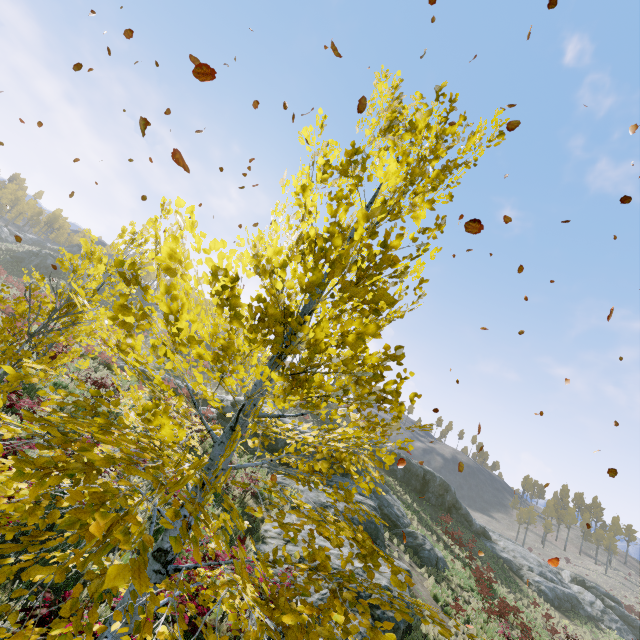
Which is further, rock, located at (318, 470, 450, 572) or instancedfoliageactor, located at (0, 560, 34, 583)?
rock, located at (318, 470, 450, 572)

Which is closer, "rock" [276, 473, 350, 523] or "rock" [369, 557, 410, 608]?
"rock" [369, 557, 410, 608]

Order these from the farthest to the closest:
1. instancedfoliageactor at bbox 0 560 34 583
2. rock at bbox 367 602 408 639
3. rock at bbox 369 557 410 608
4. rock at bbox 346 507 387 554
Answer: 1. rock at bbox 346 507 387 554
2. rock at bbox 369 557 410 608
3. rock at bbox 367 602 408 639
4. instancedfoliageactor at bbox 0 560 34 583

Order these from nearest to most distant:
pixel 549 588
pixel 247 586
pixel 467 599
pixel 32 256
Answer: pixel 247 586
pixel 467 599
pixel 549 588
pixel 32 256

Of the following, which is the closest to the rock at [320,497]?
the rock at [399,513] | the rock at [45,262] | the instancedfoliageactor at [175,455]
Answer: the rock at [399,513]

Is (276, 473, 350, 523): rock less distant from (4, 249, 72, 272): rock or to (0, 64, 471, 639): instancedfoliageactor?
(0, 64, 471, 639): instancedfoliageactor

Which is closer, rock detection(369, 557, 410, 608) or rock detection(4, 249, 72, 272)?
rock detection(369, 557, 410, 608)

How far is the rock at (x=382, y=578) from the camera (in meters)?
9.88
